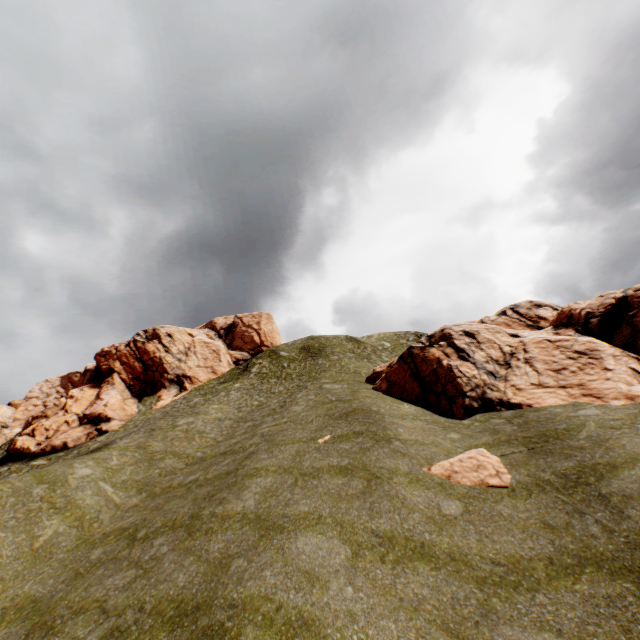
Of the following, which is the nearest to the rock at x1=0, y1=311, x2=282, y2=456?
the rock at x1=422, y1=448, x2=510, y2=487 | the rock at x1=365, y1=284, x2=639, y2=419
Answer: the rock at x1=365, y1=284, x2=639, y2=419

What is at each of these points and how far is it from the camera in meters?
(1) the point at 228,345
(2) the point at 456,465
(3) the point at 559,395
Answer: (1) rock, 50.9
(2) rock, 12.8
(3) rock, 16.7

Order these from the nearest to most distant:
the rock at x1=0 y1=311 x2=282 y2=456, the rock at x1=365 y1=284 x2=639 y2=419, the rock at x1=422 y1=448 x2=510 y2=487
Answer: the rock at x1=422 y1=448 x2=510 y2=487 < the rock at x1=365 y1=284 x2=639 y2=419 < the rock at x1=0 y1=311 x2=282 y2=456

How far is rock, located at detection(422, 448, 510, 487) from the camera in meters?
11.7 m

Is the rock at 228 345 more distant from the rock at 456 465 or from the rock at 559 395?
the rock at 456 465

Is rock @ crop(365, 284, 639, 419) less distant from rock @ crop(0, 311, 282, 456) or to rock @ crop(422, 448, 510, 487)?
rock @ crop(422, 448, 510, 487)

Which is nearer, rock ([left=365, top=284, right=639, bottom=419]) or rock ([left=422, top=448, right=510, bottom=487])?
rock ([left=422, top=448, right=510, bottom=487])

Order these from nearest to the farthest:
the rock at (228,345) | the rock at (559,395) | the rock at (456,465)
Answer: the rock at (456,465)
the rock at (559,395)
the rock at (228,345)
